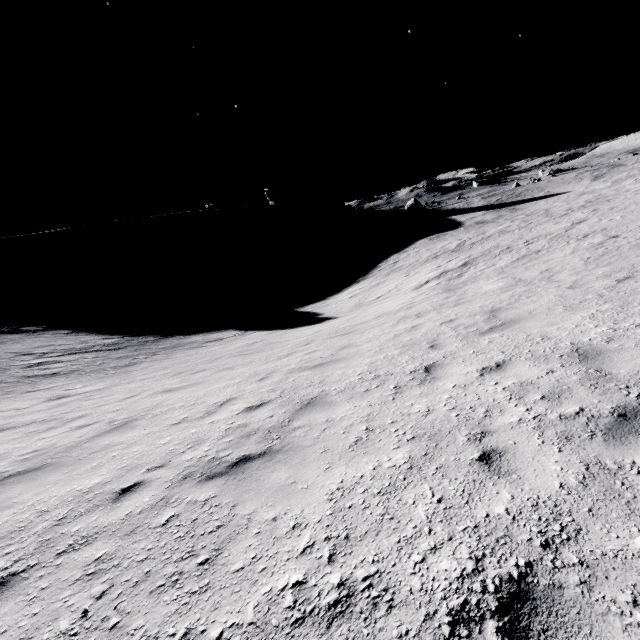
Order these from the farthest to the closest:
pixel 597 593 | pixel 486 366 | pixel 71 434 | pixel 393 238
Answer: pixel 393 238, pixel 71 434, pixel 486 366, pixel 597 593
